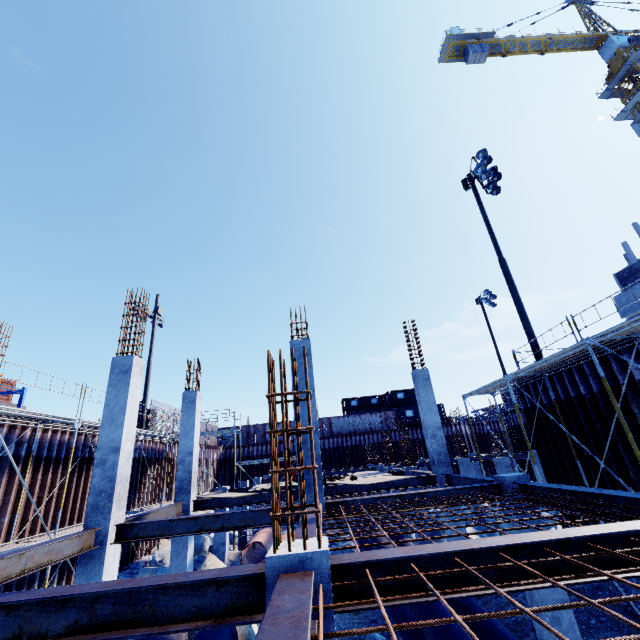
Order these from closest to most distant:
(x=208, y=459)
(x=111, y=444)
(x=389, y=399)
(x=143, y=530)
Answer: (x=143, y=530) < (x=111, y=444) < (x=208, y=459) < (x=389, y=399)

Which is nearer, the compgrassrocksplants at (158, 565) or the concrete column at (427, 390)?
the concrete column at (427, 390)

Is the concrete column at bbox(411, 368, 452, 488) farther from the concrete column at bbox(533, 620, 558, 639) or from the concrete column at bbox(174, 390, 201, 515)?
the concrete column at bbox(174, 390, 201, 515)

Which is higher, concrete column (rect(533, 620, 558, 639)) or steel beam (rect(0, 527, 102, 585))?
steel beam (rect(0, 527, 102, 585))

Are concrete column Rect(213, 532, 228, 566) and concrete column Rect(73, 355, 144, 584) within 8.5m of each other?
no

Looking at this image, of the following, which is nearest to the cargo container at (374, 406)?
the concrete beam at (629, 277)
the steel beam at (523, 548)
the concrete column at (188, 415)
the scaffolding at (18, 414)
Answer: the scaffolding at (18, 414)

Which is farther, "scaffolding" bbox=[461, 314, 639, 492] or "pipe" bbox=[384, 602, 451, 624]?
"scaffolding" bbox=[461, 314, 639, 492]

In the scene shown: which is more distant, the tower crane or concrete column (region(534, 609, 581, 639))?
the tower crane
